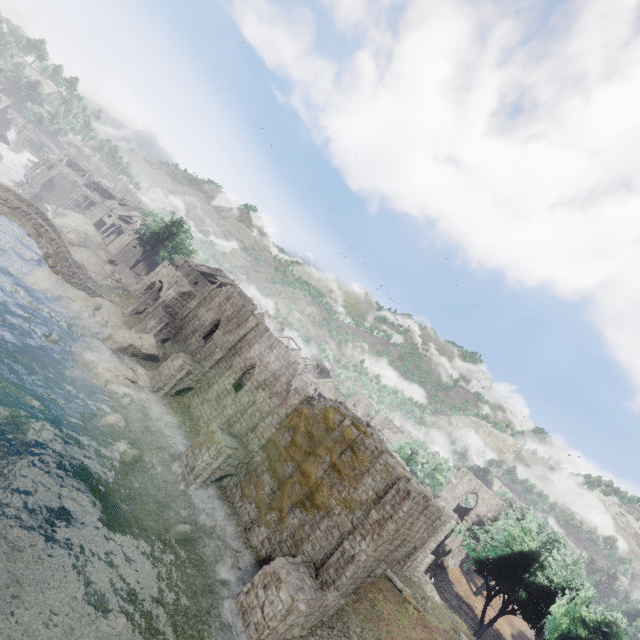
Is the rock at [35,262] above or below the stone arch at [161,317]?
below

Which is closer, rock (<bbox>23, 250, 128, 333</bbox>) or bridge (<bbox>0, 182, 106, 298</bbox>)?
bridge (<bbox>0, 182, 106, 298</bbox>)

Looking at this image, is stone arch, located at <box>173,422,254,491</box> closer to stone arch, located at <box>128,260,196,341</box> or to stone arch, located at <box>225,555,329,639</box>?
stone arch, located at <box>225,555,329,639</box>

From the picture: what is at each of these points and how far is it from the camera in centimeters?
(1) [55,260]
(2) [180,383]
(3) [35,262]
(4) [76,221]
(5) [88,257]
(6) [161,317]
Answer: (1) bridge, 3122cm
(2) stone arch, 2805cm
(3) rock, 3241cm
(4) rock, 5547cm
(5) rock, 4388cm
(6) stone arch, 3356cm

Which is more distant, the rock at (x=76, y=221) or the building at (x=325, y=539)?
the rock at (x=76, y=221)

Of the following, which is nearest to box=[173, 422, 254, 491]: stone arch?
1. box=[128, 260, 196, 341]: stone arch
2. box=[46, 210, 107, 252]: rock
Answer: box=[128, 260, 196, 341]: stone arch

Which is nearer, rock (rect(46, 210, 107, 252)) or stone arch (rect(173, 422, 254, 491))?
stone arch (rect(173, 422, 254, 491))

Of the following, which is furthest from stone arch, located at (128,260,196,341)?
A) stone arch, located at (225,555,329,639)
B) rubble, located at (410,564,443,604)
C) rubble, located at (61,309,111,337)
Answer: rubble, located at (410,564,443,604)
